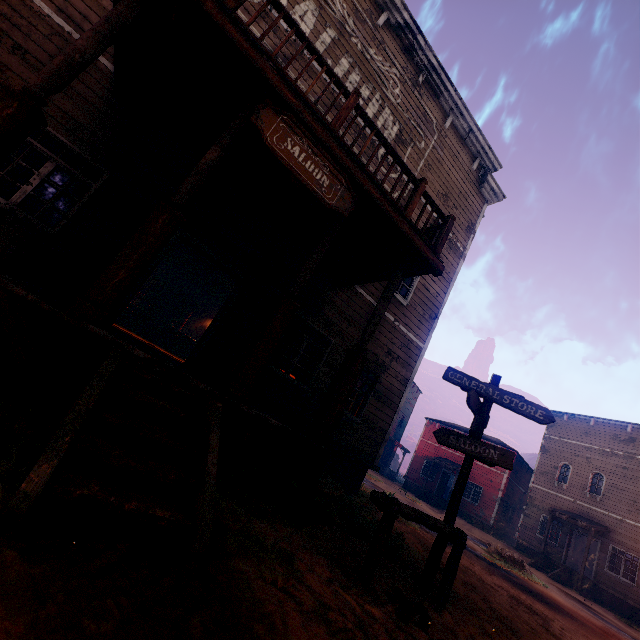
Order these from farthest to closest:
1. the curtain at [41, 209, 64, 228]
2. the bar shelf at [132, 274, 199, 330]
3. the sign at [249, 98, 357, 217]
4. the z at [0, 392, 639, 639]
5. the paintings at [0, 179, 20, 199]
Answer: the bar shelf at [132, 274, 199, 330], the paintings at [0, 179, 20, 199], the curtain at [41, 209, 64, 228], the sign at [249, 98, 357, 217], the z at [0, 392, 639, 639]

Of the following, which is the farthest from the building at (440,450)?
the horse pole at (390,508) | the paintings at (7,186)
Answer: the horse pole at (390,508)

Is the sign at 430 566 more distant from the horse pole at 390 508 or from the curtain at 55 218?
the curtain at 55 218

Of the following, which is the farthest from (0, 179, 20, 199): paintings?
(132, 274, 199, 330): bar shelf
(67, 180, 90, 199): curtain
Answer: (67, 180, 90, 199): curtain

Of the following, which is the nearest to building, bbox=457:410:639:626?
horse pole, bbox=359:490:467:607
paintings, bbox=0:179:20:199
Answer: paintings, bbox=0:179:20:199

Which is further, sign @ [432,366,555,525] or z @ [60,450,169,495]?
sign @ [432,366,555,525]

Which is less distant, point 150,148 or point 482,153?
point 150,148

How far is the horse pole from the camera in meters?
3.5
